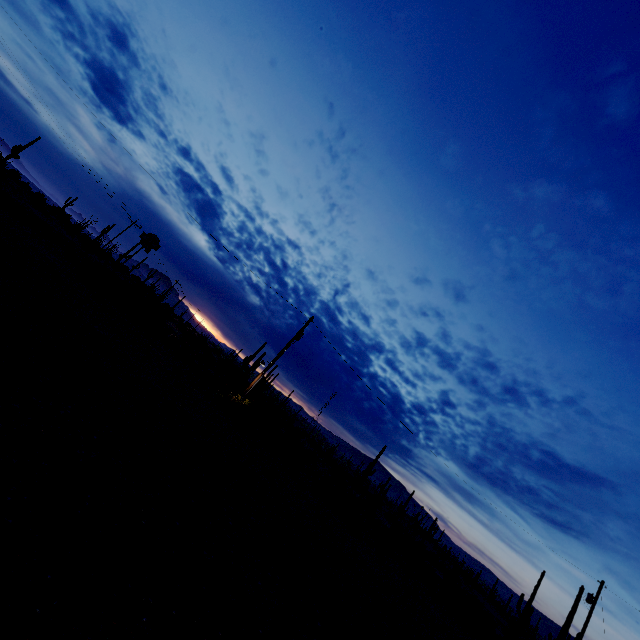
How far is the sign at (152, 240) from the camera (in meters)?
20.99

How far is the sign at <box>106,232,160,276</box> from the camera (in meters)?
20.99

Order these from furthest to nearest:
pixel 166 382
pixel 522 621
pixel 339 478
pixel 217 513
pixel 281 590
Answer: pixel 522 621, pixel 339 478, pixel 166 382, pixel 217 513, pixel 281 590
